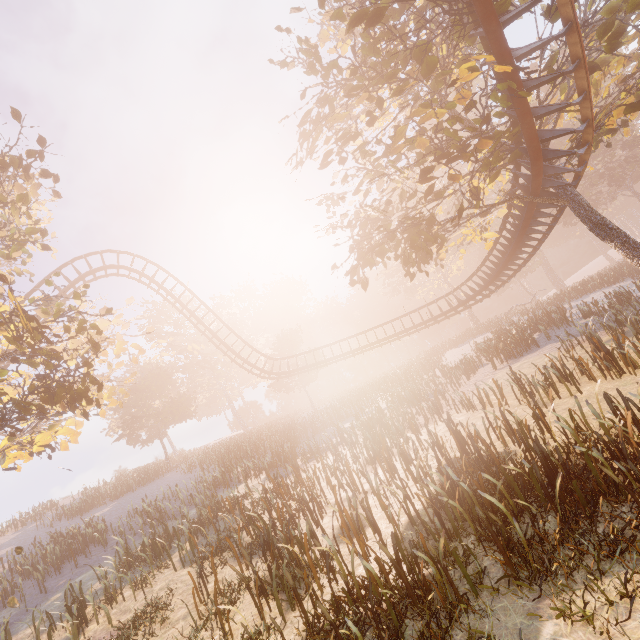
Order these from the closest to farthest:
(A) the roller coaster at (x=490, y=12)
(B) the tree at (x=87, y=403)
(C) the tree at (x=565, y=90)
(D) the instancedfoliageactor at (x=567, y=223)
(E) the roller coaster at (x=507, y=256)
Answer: (A) the roller coaster at (x=490, y=12), (B) the tree at (x=87, y=403), (C) the tree at (x=565, y=90), (E) the roller coaster at (x=507, y=256), (D) the instancedfoliageactor at (x=567, y=223)

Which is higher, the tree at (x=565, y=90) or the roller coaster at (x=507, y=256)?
the tree at (x=565, y=90)

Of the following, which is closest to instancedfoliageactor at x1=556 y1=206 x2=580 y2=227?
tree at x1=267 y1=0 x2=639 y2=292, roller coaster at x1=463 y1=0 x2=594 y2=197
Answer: tree at x1=267 y1=0 x2=639 y2=292

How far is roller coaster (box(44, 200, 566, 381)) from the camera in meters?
15.5 m

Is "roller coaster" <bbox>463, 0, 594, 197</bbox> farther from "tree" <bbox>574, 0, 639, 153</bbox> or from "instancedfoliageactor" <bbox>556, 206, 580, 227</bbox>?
"instancedfoliageactor" <bbox>556, 206, 580, 227</bbox>

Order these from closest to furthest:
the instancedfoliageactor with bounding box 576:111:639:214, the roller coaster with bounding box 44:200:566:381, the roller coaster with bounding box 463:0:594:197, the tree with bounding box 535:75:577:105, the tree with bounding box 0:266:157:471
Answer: the roller coaster with bounding box 463:0:594:197, the tree with bounding box 0:266:157:471, the tree with bounding box 535:75:577:105, the roller coaster with bounding box 44:200:566:381, the instancedfoliageactor with bounding box 576:111:639:214

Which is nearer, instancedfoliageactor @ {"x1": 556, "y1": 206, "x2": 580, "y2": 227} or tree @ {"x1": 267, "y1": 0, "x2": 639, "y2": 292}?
tree @ {"x1": 267, "y1": 0, "x2": 639, "y2": 292}

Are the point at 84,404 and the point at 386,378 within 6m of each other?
no
